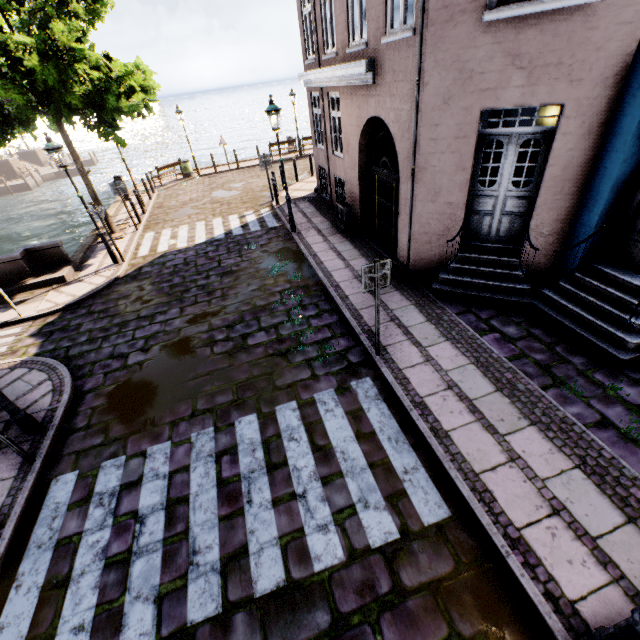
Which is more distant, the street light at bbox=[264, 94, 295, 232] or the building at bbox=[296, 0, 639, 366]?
the street light at bbox=[264, 94, 295, 232]

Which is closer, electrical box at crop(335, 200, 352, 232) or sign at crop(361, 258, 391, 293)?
sign at crop(361, 258, 391, 293)

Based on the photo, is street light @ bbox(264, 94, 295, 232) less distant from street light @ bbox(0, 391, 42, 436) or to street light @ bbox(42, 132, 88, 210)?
street light @ bbox(42, 132, 88, 210)

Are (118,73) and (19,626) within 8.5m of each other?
no

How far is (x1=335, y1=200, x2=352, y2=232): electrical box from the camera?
10.40m

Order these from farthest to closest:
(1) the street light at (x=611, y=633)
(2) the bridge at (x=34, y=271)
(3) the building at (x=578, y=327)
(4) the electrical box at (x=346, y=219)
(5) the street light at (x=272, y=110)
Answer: (4) the electrical box at (x=346, y=219) → (5) the street light at (x=272, y=110) → (2) the bridge at (x=34, y=271) → (3) the building at (x=578, y=327) → (1) the street light at (x=611, y=633)

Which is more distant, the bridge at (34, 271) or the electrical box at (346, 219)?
the electrical box at (346, 219)

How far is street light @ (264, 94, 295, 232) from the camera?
9.03m
